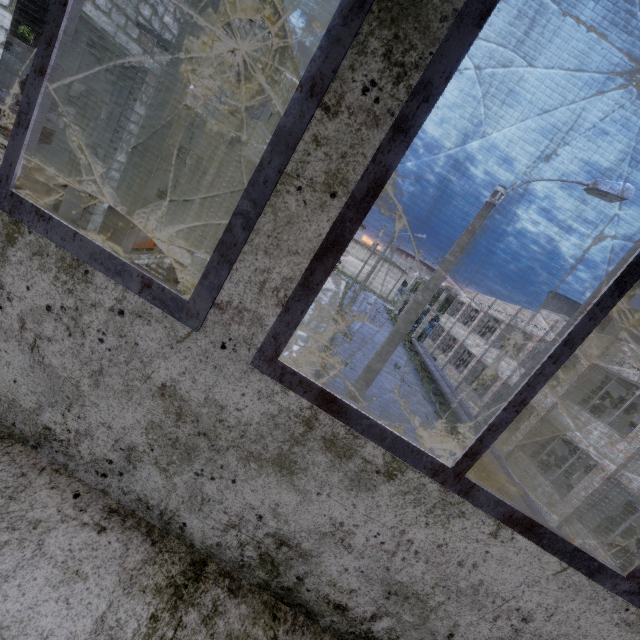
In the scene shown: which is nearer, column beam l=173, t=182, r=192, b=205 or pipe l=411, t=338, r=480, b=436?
column beam l=173, t=182, r=192, b=205

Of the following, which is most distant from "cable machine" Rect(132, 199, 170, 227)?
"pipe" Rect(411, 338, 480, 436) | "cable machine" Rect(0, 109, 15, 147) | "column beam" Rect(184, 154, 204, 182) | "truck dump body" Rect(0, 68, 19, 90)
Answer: "truck dump body" Rect(0, 68, 19, 90)

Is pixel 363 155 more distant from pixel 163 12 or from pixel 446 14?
pixel 163 12

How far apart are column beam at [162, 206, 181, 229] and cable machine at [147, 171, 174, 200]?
17.8 meters

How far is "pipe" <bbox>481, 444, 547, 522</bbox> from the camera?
12.7m

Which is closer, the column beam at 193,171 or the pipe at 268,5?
the pipe at 268,5

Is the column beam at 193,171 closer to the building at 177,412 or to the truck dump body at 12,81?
the building at 177,412

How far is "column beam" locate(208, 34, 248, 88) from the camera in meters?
12.1
